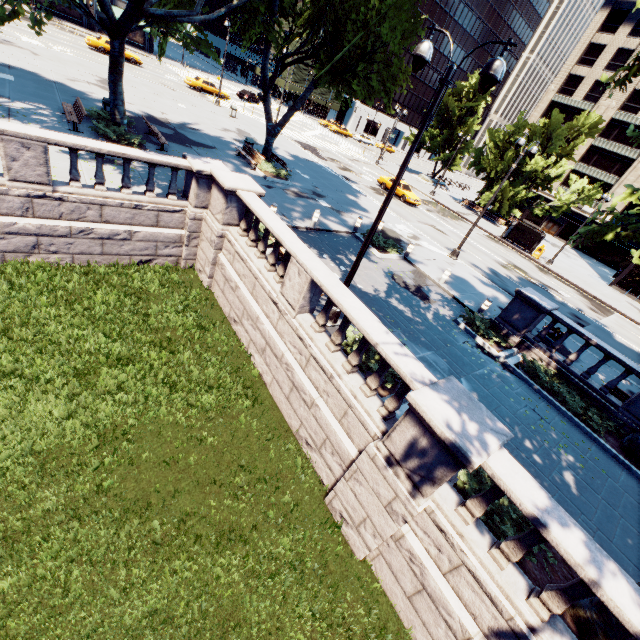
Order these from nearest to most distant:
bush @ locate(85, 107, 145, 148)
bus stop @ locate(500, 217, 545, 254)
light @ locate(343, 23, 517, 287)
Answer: light @ locate(343, 23, 517, 287) < bush @ locate(85, 107, 145, 148) < bus stop @ locate(500, 217, 545, 254)

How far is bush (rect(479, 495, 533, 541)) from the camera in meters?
6.3

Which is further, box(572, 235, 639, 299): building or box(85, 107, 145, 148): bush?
box(572, 235, 639, 299): building

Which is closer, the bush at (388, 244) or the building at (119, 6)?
the bush at (388, 244)

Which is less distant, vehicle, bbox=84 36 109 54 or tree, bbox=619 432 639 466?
tree, bbox=619 432 639 466

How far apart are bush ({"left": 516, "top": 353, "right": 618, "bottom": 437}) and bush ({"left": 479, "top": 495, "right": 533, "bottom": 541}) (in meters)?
5.27

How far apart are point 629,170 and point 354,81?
54.66m

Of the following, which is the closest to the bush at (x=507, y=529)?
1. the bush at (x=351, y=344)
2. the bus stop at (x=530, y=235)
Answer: the bush at (x=351, y=344)
